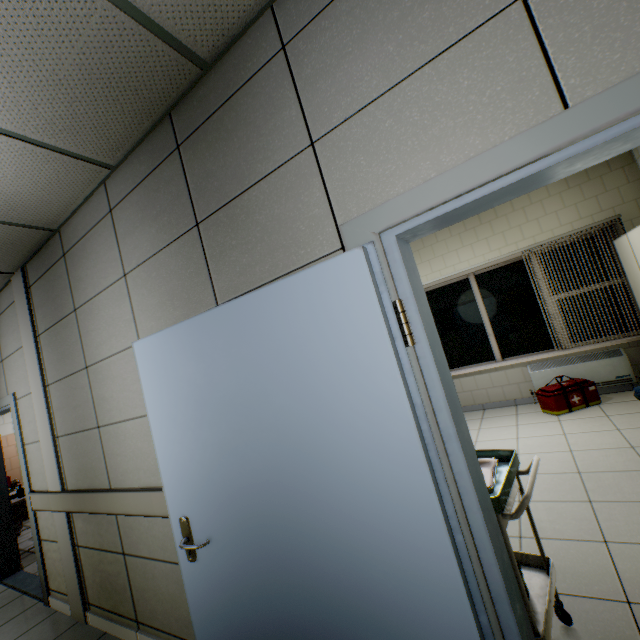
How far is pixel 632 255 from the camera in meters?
4.0

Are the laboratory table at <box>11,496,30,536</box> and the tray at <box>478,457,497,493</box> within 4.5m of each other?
no

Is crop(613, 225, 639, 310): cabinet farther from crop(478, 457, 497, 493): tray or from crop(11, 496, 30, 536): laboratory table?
crop(11, 496, 30, 536): laboratory table

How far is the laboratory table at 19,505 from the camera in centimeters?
455cm

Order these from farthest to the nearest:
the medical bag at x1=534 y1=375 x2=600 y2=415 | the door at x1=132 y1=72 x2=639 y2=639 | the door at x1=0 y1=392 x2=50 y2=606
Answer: the medical bag at x1=534 y1=375 x2=600 y2=415 → the door at x1=0 y1=392 x2=50 y2=606 → the door at x1=132 y1=72 x2=639 y2=639

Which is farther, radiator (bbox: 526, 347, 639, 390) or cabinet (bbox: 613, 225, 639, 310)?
radiator (bbox: 526, 347, 639, 390)

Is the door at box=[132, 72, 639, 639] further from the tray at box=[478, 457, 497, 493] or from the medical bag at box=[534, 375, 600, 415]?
the medical bag at box=[534, 375, 600, 415]

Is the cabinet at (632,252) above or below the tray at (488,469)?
above
